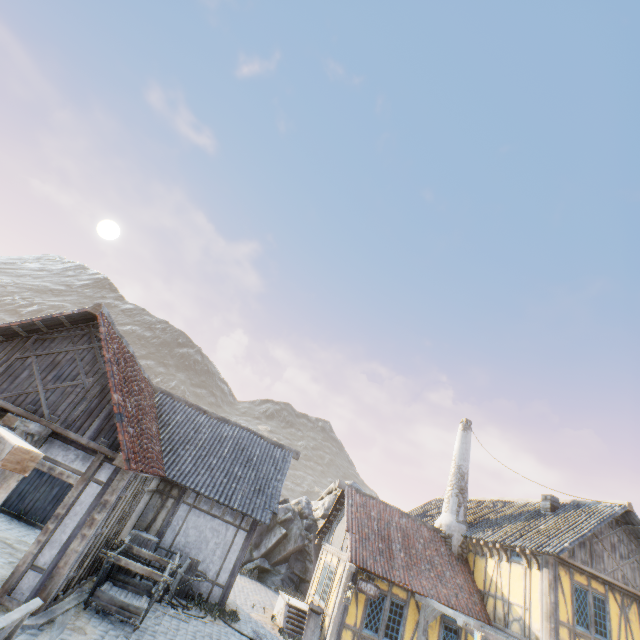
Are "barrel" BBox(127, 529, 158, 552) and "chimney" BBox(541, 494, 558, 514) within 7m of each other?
no

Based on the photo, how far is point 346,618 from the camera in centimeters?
1227cm

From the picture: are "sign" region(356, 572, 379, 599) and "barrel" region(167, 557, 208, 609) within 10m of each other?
yes

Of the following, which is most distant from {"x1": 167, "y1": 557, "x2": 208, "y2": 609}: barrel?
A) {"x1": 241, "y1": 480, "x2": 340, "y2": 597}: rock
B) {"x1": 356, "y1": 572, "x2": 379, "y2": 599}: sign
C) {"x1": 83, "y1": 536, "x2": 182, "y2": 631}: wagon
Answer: {"x1": 241, "y1": 480, "x2": 340, "y2": 597}: rock

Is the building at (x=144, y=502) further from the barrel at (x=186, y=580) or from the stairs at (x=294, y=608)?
the stairs at (x=294, y=608)

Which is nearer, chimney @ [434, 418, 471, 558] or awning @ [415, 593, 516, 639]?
awning @ [415, 593, 516, 639]

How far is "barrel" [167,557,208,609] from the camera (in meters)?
10.10

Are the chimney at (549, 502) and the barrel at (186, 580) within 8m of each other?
no
